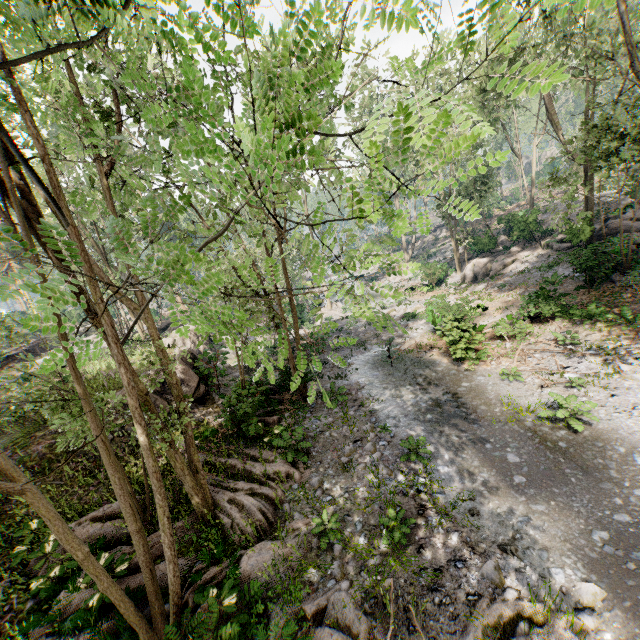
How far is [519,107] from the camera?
24.0 meters

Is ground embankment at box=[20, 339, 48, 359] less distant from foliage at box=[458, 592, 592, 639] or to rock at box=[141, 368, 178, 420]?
foliage at box=[458, 592, 592, 639]

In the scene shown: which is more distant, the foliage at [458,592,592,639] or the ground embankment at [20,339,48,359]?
the ground embankment at [20,339,48,359]

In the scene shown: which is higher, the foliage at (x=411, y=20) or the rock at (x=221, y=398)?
the foliage at (x=411, y=20)

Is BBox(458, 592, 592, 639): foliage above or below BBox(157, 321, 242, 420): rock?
below

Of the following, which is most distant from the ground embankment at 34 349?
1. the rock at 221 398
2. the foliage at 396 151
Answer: the rock at 221 398
